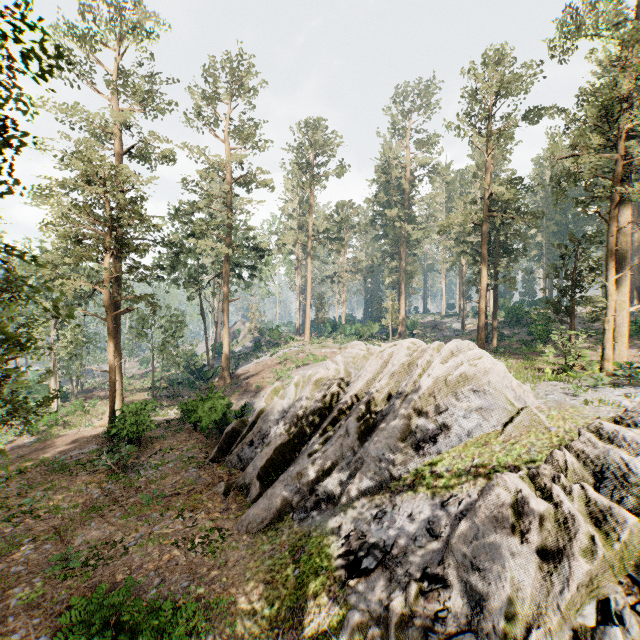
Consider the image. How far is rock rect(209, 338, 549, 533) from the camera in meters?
11.2

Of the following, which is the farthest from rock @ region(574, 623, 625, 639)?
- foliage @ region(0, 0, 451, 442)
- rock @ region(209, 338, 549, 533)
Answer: foliage @ region(0, 0, 451, 442)

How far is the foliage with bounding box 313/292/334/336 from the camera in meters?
55.7 m

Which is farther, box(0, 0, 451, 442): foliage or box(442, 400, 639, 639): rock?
box(0, 0, 451, 442): foliage

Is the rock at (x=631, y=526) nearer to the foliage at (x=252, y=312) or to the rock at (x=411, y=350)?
the rock at (x=411, y=350)

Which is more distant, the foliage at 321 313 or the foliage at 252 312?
the foliage at 321 313

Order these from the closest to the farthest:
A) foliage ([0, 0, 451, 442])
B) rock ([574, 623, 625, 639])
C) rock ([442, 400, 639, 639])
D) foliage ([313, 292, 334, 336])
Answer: rock ([574, 623, 625, 639]) < rock ([442, 400, 639, 639]) < foliage ([0, 0, 451, 442]) < foliage ([313, 292, 334, 336])

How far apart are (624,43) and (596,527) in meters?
23.6 m
